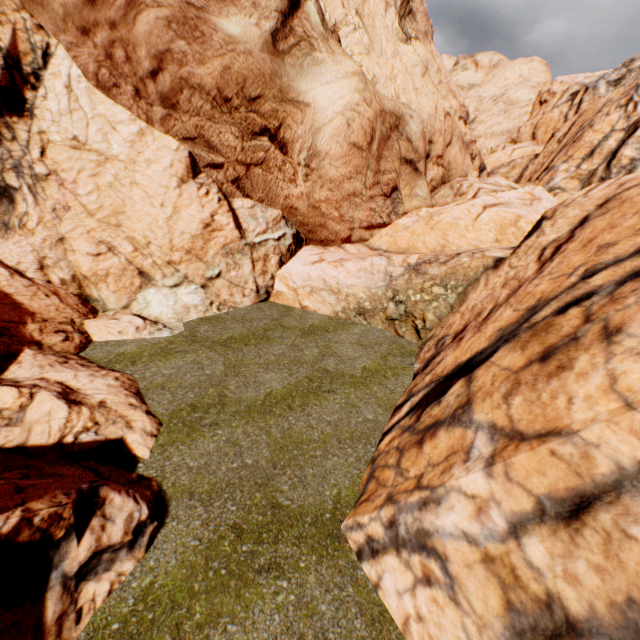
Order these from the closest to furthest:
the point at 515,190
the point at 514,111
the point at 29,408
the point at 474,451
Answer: the point at 474,451 < the point at 29,408 < the point at 515,190 < the point at 514,111
